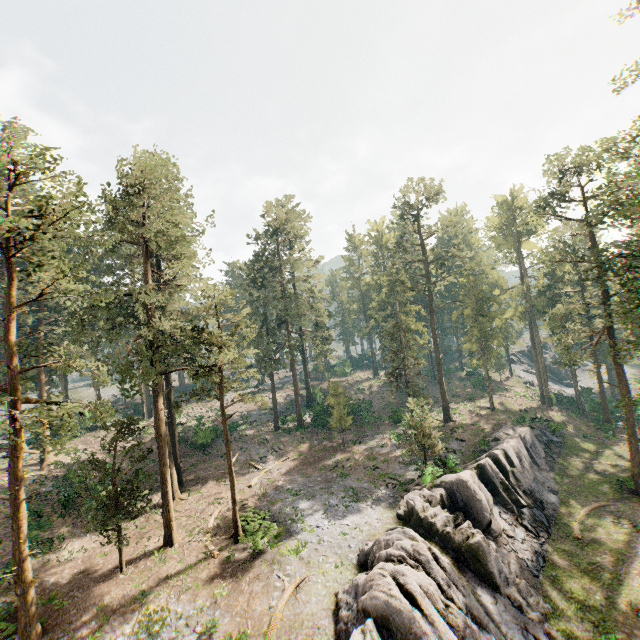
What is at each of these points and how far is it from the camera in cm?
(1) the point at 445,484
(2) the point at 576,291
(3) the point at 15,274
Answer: (1) rock, 2428
(2) foliage, 4397
(3) foliage, 1620

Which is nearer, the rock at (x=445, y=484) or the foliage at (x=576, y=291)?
the rock at (x=445, y=484)

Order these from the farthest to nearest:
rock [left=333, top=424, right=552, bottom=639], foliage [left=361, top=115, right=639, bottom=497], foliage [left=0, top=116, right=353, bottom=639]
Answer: foliage [left=361, top=115, right=639, bottom=497] → foliage [left=0, top=116, right=353, bottom=639] → rock [left=333, top=424, right=552, bottom=639]

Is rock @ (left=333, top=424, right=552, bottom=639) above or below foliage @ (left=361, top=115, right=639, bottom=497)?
below

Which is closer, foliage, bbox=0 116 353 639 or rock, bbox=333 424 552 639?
rock, bbox=333 424 552 639

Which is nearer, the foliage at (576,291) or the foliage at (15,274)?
the foliage at (15,274)
